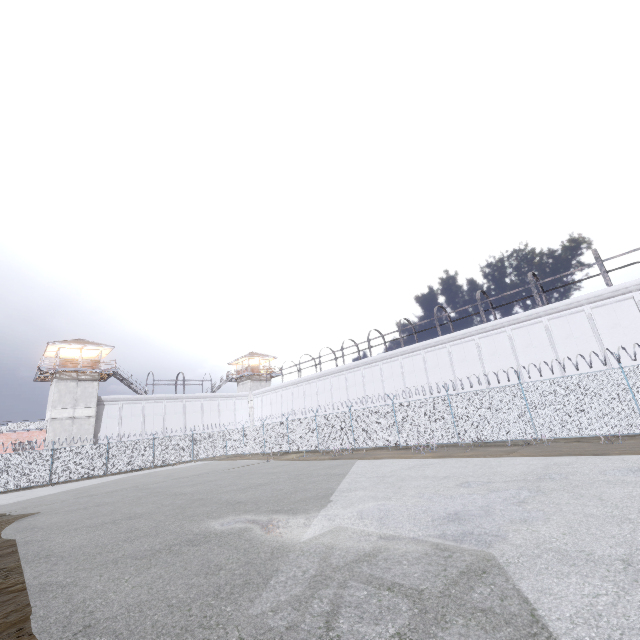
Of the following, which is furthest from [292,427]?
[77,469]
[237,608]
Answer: [237,608]

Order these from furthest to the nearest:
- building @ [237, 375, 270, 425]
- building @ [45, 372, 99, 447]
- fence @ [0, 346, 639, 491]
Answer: building @ [237, 375, 270, 425] < building @ [45, 372, 99, 447] < fence @ [0, 346, 639, 491]

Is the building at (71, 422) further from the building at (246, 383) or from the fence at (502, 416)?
the building at (246, 383)

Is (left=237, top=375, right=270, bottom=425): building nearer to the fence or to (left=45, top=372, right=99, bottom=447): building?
the fence

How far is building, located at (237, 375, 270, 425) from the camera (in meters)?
49.41

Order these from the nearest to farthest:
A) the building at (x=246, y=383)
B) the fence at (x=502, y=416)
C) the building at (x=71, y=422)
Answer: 1. the fence at (x=502, y=416)
2. the building at (x=71, y=422)
3. the building at (x=246, y=383)

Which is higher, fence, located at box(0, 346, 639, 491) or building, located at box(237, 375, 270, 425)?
building, located at box(237, 375, 270, 425)
